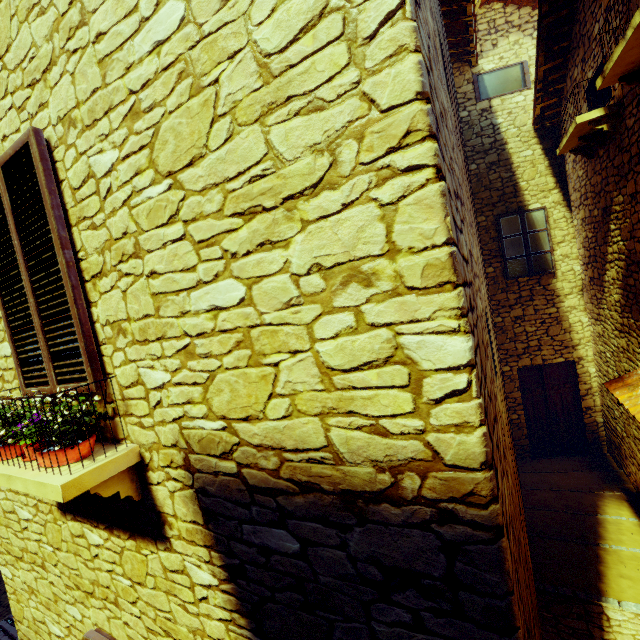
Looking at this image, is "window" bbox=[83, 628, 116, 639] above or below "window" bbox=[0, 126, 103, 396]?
below

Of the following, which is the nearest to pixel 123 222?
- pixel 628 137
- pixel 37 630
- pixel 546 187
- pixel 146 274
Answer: pixel 146 274

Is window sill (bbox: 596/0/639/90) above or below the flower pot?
above

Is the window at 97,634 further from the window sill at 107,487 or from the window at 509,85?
the window at 509,85

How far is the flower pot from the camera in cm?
190

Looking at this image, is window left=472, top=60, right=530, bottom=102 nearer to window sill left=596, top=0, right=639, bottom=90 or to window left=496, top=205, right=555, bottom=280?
window left=496, top=205, right=555, bottom=280

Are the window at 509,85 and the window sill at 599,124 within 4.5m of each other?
yes

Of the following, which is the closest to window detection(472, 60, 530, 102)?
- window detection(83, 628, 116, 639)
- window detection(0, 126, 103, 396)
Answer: window detection(0, 126, 103, 396)
